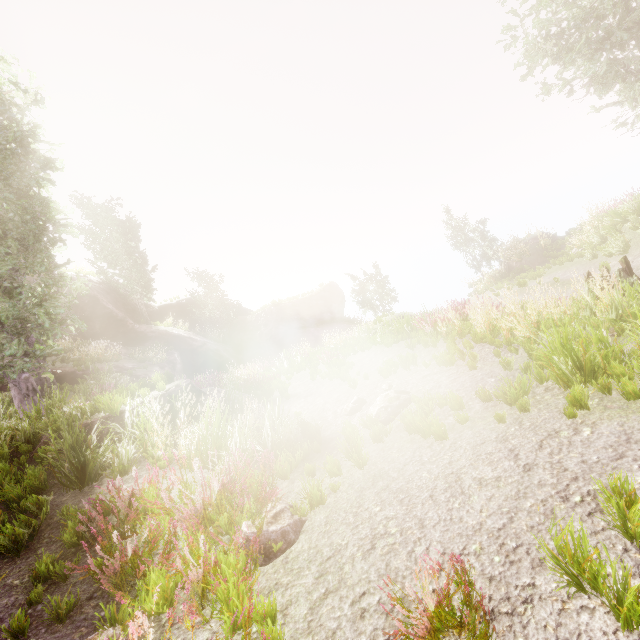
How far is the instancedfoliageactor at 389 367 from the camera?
8.5 meters

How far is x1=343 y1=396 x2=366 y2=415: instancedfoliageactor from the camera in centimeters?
707cm

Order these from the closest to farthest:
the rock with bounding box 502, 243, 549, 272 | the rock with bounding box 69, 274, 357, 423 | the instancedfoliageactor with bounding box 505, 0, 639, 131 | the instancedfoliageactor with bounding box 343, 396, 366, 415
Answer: the instancedfoliageactor with bounding box 343, 396, 366, 415
the instancedfoliageactor with bounding box 505, 0, 639, 131
the rock with bounding box 502, 243, 549, 272
the rock with bounding box 69, 274, 357, 423

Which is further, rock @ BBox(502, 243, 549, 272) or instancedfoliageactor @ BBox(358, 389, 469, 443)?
rock @ BBox(502, 243, 549, 272)

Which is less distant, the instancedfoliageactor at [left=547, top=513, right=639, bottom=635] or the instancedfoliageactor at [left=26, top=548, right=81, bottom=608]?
the instancedfoliageactor at [left=547, top=513, right=639, bottom=635]

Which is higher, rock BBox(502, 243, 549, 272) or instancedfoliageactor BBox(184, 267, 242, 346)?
instancedfoliageactor BBox(184, 267, 242, 346)

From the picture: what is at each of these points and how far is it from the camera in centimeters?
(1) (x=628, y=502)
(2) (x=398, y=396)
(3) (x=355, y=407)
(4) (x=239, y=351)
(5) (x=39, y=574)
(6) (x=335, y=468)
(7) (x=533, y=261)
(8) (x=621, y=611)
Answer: (1) instancedfoliageactor, 254cm
(2) instancedfoliageactor, 643cm
(3) instancedfoliageactor, 709cm
(4) rock, 2967cm
(5) instancedfoliageactor, 333cm
(6) instancedfoliageactor, 452cm
(7) rock, 1864cm
(8) instancedfoliageactor, 191cm

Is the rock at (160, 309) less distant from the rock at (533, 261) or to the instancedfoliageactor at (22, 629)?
the instancedfoliageactor at (22, 629)
